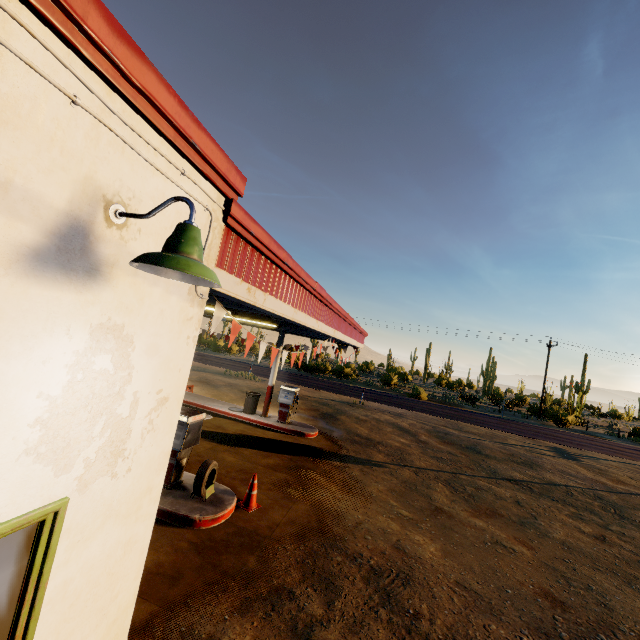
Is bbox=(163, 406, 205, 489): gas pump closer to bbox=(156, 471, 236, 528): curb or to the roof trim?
bbox=(156, 471, 236, 528): curb

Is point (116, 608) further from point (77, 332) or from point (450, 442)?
point (450, 442)

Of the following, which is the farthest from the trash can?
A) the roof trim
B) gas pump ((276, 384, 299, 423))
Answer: the roof trim

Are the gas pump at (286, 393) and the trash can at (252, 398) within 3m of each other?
yes

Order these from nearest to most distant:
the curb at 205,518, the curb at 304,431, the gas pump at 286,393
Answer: the curb at 205,518, the curb at 304,431, the gas pump at 286,393

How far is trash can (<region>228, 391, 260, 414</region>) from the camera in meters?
13.8 m

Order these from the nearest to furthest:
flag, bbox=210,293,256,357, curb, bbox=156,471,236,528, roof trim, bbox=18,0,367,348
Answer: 1. roof trim, bbox=18,0,367,348
2. flag, bbox=210,293,256,357
3. curb, bbox=156,471,236,528

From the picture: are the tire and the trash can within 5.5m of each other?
no
